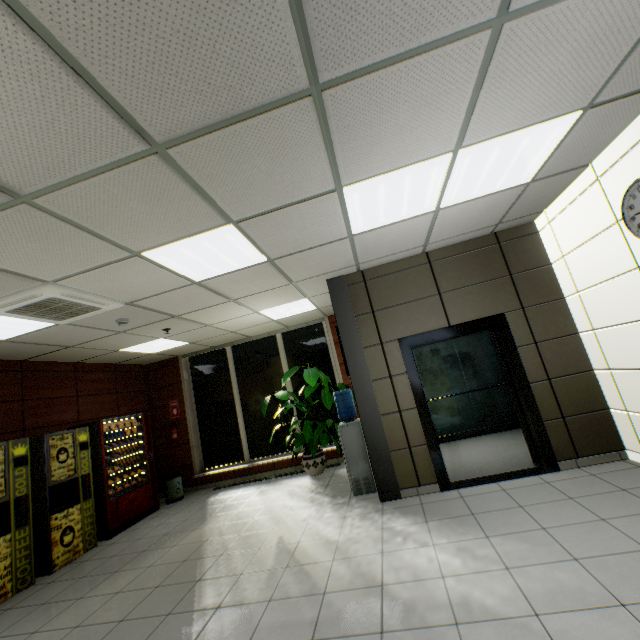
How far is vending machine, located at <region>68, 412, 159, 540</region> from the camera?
5.6 meters

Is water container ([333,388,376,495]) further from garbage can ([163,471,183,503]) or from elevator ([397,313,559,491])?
garbage can ([163,471,183,503])

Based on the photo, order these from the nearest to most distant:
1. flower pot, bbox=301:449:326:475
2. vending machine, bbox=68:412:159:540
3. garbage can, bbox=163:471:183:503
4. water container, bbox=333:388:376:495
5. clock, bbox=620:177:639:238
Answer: clock, bbox=620:177:639:238 < water container, bbox=333:388:376:495 < vending machine, bbox=68:412:159:540 < flower pot, bbox=301:449:326:475 < garbage can, bbox=163:471:183:503

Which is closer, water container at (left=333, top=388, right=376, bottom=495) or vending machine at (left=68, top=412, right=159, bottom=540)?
water container at (left=333, top=388, right=376, bottom=495)

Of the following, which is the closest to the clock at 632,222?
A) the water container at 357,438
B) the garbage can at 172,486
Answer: the water container at 357,438

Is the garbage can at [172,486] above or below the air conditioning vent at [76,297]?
below

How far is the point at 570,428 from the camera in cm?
412

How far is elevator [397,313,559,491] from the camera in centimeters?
427cm
